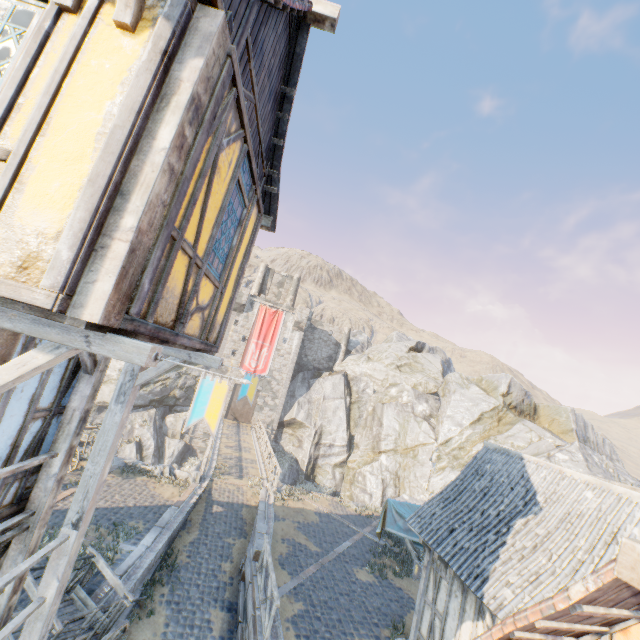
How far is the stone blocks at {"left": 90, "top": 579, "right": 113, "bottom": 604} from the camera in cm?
819

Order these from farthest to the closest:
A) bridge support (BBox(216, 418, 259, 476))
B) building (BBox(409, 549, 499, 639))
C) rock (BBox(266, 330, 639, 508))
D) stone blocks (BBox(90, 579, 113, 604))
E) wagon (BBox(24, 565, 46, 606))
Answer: rock (BBox(266, 330, 639, 508)) < bridge support (BBox(216, 418, 259, 476)) < stone blocks (BBox(90, 579, 113, 604)) < building (BBox(409, 549, 499, 639)) < wagon (BBox(24, 565, 46, 606))

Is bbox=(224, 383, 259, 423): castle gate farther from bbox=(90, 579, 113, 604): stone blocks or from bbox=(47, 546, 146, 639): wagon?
bbox=(47, 546, 146, 639): wagon

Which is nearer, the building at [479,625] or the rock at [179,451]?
the building at [479,625]

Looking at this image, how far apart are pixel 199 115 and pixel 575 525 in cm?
1051

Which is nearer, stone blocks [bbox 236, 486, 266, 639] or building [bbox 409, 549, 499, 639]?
building [bbox 409, 549, 499, 639]

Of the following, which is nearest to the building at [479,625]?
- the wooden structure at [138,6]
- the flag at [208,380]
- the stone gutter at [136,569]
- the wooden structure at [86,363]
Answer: the flag at [208,380]

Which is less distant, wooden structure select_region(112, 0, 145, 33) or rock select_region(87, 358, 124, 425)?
wooden structure select_region(112, 0, 145, 33)
